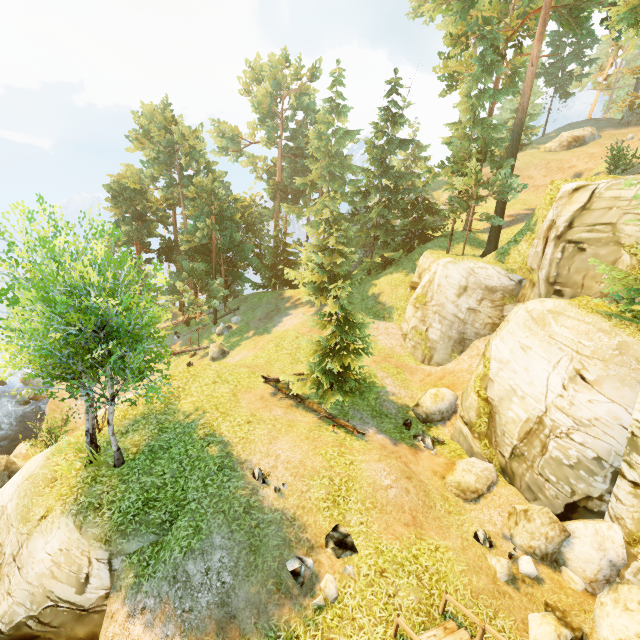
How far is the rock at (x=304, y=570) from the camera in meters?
9.0

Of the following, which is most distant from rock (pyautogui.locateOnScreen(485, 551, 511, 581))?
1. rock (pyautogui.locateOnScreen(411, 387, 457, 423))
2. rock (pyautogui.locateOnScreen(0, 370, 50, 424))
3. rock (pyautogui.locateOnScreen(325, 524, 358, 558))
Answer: rock (pyautogui.locateOnScreen(0, 370, 50, 424))

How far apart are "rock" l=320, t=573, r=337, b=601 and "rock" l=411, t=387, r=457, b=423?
9.18m

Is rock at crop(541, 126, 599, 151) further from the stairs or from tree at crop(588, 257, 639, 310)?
the stairs

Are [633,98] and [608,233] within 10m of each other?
yes

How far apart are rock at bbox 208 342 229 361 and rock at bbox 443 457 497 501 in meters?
18.7

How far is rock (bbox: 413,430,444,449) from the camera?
15.1 meters

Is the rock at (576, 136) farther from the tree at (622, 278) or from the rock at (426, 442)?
the rock at (426, 442)
